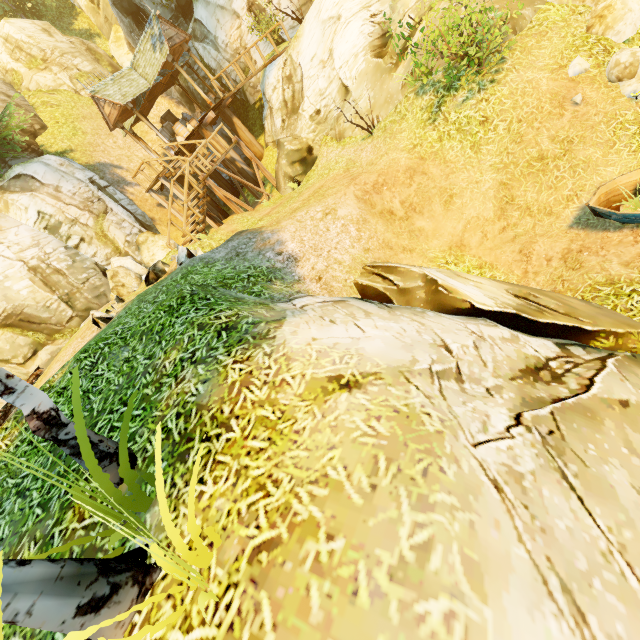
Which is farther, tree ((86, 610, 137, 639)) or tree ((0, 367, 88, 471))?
tree ((0, 367, 88, 471))

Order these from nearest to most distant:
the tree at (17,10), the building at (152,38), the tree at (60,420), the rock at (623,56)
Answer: the tree at (60,420)
the rock at (623,56)
the building at (152,38)
the tree at (17,10)

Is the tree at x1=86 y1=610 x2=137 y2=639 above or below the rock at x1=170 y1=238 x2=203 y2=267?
below

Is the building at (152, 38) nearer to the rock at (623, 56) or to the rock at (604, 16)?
the rock at (604, 16)

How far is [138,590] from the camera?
2.21m

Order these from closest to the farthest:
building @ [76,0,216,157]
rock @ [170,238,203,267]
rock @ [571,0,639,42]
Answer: rock @ [571,0,639,42]
rock @ [170,238,203,267]
building @ [76,0,216,157]

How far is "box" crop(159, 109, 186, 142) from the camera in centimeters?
1875cm
